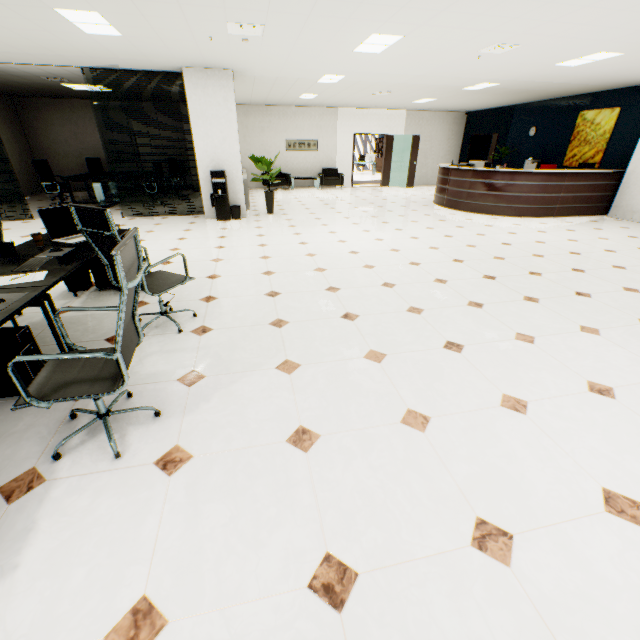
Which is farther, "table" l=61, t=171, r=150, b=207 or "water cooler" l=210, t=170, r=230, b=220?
"table" l=61, t=171, r=150, b=207

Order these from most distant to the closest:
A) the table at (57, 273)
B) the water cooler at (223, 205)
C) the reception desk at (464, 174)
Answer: the reception desk at (464, 174) → the water cooler at (223, 205) → the table at (57, 273)

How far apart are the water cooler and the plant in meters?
0.7 m

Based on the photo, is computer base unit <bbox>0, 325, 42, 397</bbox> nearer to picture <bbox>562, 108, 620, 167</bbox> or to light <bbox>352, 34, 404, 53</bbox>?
light <bbox>352, 34, 404, 53</bbox>

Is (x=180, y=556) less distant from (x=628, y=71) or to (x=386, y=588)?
(x=386, y=588)

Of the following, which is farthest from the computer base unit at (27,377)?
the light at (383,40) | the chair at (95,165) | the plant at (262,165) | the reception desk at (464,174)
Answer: the chair at (95,165)

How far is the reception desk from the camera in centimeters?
803cm

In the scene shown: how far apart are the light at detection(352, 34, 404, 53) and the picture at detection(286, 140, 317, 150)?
8.53m
